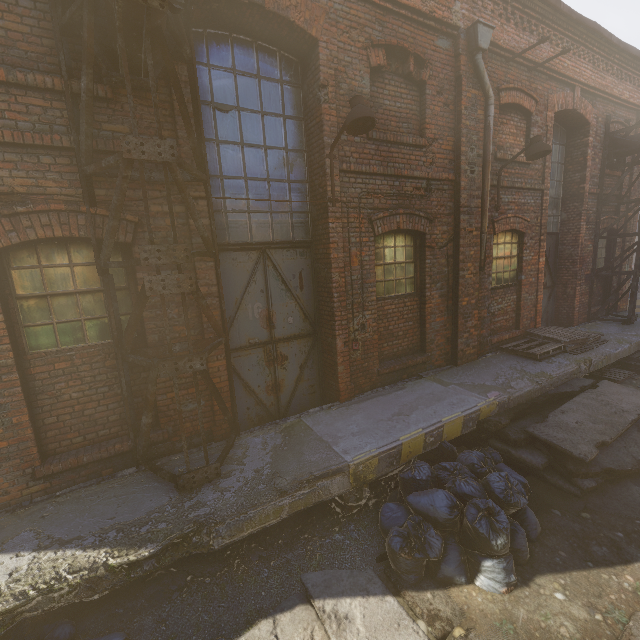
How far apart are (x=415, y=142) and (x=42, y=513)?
7.4m

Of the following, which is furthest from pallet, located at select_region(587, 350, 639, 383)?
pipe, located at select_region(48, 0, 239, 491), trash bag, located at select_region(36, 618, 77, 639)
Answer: trash bag, located at select_region(36, 618, 77, 639)

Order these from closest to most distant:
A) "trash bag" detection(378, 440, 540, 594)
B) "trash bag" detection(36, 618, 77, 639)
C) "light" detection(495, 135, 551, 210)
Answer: "trash bag" detection(36, 618, 77, 639), "trash bag" detection(378, 440, 540, 594), "light" detection(495, 135, 551, 210)

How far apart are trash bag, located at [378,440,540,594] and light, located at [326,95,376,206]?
4.0 meters

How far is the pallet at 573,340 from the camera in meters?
7.3 m

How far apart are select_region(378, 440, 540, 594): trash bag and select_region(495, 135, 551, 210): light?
5.1 meters

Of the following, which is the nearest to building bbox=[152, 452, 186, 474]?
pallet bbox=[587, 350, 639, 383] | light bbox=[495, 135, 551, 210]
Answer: pallet bbox=[587, 350, 639, 383]

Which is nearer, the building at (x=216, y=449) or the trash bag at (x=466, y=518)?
the trash bag at (x=466, y=518)
